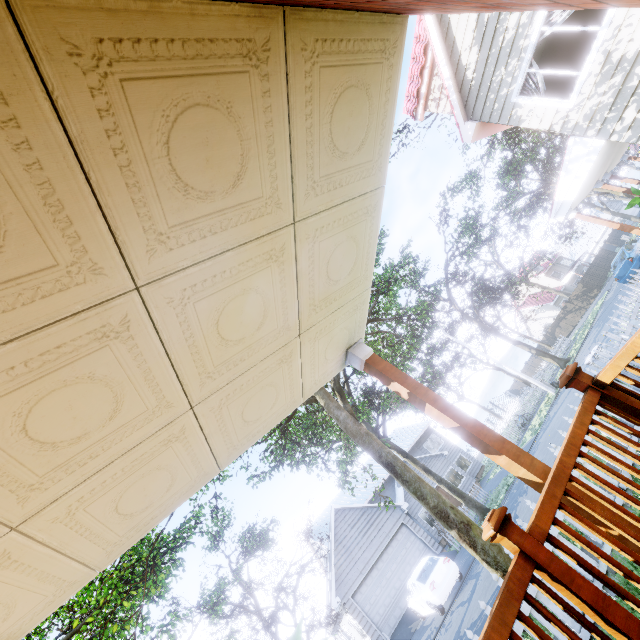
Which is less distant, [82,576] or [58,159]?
[58,159]

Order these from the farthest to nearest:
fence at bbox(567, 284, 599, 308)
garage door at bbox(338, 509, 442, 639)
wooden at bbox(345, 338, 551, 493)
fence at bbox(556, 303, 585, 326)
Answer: fence at bbox(556, 303, 585, 326) → fence at bbox(567, 284, 599, 308) → garage door at bbox(338, 509, 442, 639) → wooden at bbox(345, 338, 551, 493)

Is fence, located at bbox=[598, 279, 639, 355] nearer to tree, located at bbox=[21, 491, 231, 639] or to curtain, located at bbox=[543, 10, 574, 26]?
tree, located at bbox=[21, 491, 231, 639]

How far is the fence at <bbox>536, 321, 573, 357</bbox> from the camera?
28.5 meters

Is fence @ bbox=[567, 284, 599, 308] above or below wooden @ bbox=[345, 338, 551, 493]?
below

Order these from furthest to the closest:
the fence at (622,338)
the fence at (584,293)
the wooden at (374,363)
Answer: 1. the fence at (584,293)
2. the fence at (622,338)
3. the wooden at (374,363)

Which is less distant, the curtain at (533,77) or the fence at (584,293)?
the curtain at (533,77)
